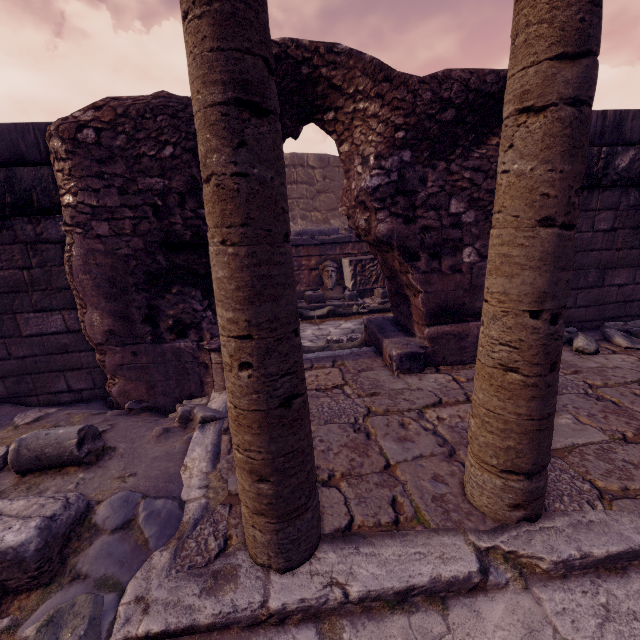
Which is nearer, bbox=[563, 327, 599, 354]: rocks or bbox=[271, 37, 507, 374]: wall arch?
bbox=[271, 37, 507, 374]: wall arch

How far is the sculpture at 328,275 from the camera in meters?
8.3

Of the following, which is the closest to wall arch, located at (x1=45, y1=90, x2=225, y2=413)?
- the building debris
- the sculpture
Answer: the building debris

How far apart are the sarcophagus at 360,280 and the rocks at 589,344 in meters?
4.4 m

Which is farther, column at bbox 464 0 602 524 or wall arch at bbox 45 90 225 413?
wall arch at bbox 45 90 225 413

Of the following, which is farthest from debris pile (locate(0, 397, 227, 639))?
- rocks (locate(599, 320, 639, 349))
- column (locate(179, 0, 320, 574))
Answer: rocks (locate(599, 320, 639, 349))

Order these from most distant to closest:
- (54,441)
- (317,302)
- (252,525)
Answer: (317,302)
(54,441)
(252,525)

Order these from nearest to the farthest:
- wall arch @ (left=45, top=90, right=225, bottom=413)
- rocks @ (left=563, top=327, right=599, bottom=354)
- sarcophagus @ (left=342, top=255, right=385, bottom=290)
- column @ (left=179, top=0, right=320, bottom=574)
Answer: column @ (left=179, top=0, right=320, bottom=574) → wall arch @ (left=45, top=90, right=225, bottom=413) → rocks @ (left=563, top=327, right=599, bottom=354) → sarcophagus @ (left=342, top=255, right=385, bottom=290)
